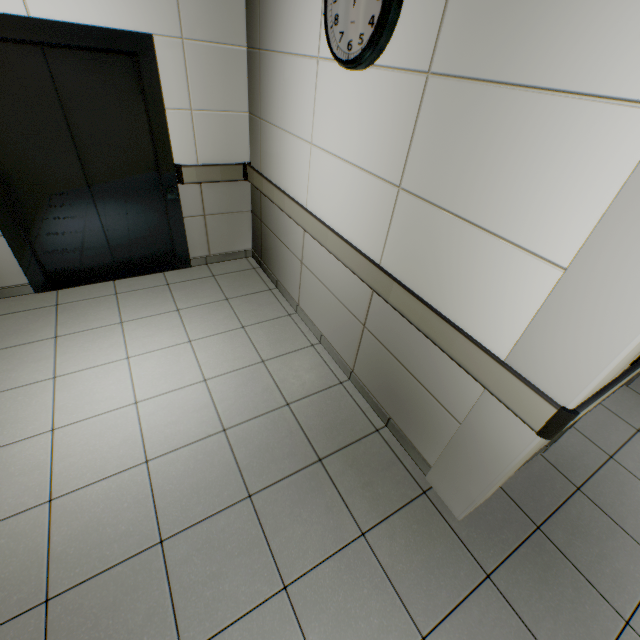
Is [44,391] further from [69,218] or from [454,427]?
[454,427]

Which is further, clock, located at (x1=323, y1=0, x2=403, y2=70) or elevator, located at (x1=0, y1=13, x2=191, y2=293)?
elevator, located at (x1=0, y1=13, x2=191, y2=293)

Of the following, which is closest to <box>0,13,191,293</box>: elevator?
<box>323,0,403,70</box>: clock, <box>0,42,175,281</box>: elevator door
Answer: <box>0,42,175,281</box>: elevator door

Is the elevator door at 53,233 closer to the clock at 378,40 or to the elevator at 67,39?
the elevator at 67,39

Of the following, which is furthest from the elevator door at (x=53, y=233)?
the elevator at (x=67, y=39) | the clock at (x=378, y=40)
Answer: the clock at (x=378, y=40)

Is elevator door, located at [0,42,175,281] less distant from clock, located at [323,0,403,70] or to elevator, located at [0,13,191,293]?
elevator, located at [0,13,191,293]
